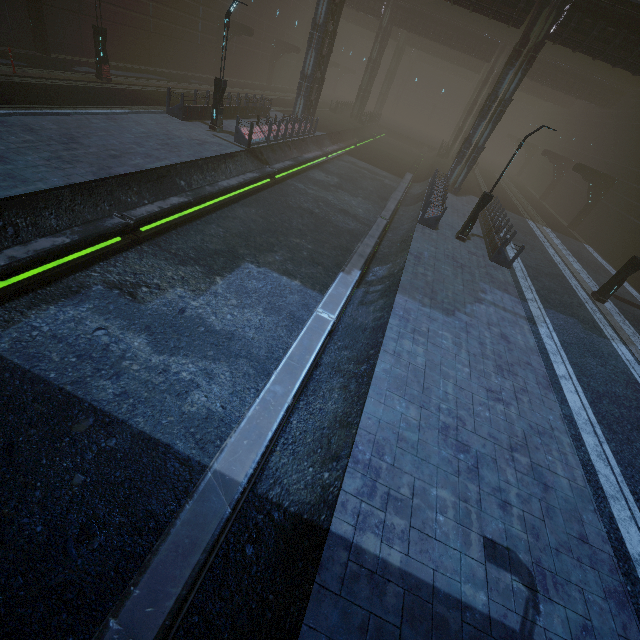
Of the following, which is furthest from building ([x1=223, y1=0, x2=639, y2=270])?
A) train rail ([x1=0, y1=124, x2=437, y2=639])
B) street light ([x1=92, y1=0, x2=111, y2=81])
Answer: street light ([x1=92, y1=0, x2=111, y2=81])

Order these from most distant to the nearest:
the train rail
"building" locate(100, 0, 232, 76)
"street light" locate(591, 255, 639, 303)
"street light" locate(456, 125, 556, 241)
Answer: "building" locate(100, 0, 232, 76), "street light" locate(591, 255, 639, 303), "street light" locate(456, 125, 556, 241), the train rail

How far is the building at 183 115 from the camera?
17.2 meters

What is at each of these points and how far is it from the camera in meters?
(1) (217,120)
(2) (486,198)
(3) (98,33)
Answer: (1) street light, 17.6
(2) street light, 15.5
(3) street light, 17.3

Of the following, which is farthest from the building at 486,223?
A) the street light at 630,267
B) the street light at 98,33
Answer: the street light at 98,33

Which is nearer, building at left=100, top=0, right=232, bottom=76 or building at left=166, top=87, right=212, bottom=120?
building at left=166, top=87, right=212, bottom=120

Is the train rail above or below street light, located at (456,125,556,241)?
below
